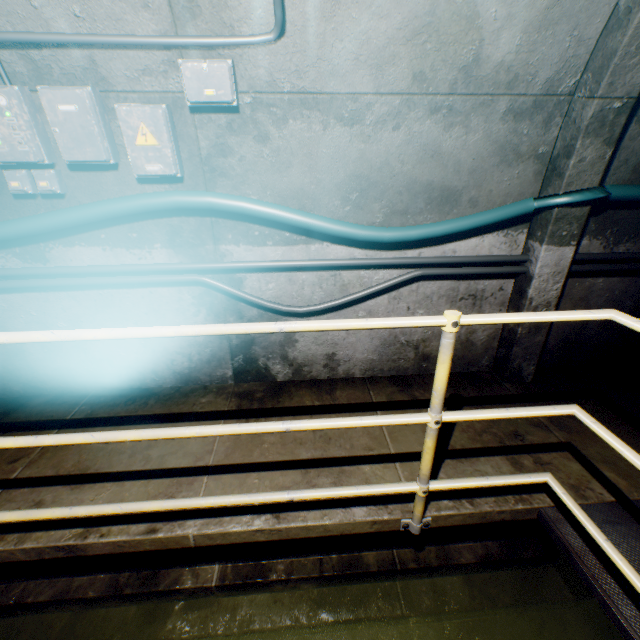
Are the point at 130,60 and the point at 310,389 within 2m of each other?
no

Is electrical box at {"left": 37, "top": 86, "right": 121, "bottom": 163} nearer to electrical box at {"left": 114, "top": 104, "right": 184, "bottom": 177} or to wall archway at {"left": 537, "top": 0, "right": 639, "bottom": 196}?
electrical box at {"left": 114, "top": 104, "right": 184, "bottom": 177}

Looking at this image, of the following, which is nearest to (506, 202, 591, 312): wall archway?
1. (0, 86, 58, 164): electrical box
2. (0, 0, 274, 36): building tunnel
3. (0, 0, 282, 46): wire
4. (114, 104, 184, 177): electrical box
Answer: (0, 0, 274, 36): building tunnel

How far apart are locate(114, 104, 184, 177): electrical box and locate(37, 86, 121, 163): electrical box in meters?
0.1

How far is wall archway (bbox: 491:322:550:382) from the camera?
2.76m

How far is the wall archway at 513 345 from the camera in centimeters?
276cm

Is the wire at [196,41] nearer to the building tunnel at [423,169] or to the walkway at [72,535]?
the building tunnel at [423,169]
